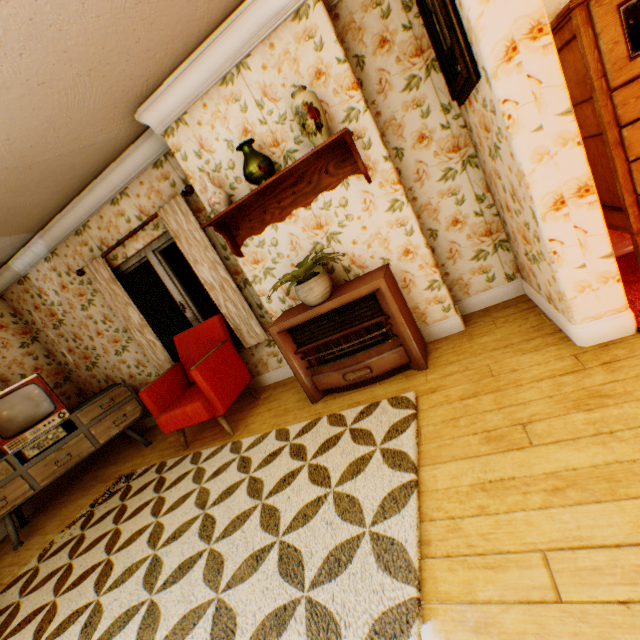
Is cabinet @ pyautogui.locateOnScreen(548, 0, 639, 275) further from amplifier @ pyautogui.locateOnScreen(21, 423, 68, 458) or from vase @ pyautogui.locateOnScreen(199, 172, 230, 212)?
amplifier @ pyautogui.locateOnScreen(21, 423, 68, 458)

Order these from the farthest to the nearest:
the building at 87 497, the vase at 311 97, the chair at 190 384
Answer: the chair at 190 384, the vase at 311 97, the building at 87 497

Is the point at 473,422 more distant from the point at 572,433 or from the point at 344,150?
the point at 344,150

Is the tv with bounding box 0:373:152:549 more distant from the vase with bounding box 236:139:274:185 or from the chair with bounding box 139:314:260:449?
the vase with bounding box 236:139:274:185

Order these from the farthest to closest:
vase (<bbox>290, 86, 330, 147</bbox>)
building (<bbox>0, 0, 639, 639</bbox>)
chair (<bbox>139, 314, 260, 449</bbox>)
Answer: chair (<bbox>139, 314, 260, 449</bbox>)
vase (<bbox>290, 86, 330, 147</bbox>)
building (<bbox>0, 0, 639, 639</bbox>)

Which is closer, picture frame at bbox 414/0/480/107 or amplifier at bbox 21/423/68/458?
picture frame at bbox 414/0/480/107

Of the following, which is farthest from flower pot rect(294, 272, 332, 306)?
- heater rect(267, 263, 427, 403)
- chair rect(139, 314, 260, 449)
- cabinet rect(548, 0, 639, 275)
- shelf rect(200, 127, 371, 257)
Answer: cabinet rect(548, 0, 639, 275)

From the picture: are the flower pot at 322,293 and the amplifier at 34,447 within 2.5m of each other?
no
